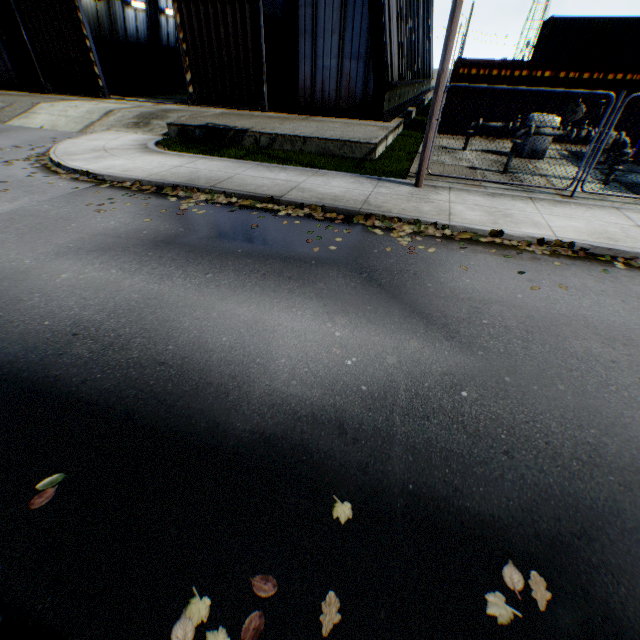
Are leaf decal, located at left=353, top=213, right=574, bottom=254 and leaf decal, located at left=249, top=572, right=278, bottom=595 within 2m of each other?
no

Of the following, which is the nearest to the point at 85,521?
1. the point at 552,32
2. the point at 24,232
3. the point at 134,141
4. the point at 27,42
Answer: the point at 24,232

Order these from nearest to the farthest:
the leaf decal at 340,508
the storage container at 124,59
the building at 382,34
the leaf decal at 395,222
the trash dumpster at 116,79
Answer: the leaf decal at 340,508
the leaf decal at 395,222
the building at 382,34
the trash dumpster at 116,79
the storage container at 124,59

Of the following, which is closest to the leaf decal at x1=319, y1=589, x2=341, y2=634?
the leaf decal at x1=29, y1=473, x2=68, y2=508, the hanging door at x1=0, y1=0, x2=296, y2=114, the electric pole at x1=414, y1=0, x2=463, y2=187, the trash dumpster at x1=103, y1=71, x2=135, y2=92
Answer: the leaf decal at x1=29, y1=473, x2=68, y2=508

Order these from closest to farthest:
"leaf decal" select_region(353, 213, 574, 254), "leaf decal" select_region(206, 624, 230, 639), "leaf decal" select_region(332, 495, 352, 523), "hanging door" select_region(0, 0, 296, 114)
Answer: "leaf decal" select_region(206, 624, 230, 639) → "leaf decal" select_region(332, 495, 352, 523) → "leaf decal" select_region(353, 213, 574, 254) → "hanging door" select_region(0, 0, 296, 114)

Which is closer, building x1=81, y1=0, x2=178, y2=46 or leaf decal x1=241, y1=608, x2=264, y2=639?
leaf decal x1=241, y1=608, x2=264, y2=639

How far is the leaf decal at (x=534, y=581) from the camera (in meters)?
1.93
